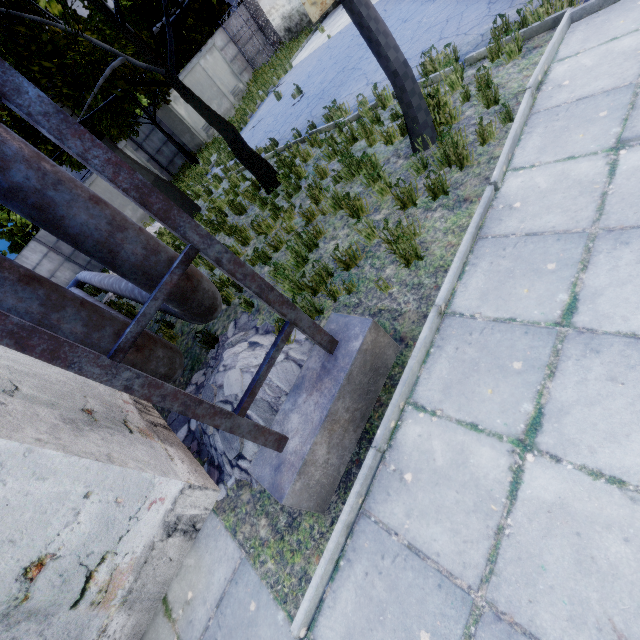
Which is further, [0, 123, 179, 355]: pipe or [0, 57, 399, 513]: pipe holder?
[0, 123, 179, 355]: pipe

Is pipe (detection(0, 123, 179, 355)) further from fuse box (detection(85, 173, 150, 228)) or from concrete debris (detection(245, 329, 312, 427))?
fuse box (detection(85, 173, 150, 228))

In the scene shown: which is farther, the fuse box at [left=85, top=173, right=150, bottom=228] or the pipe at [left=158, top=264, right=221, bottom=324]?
the fuse box at [left=85, top=173, right=150, bottom=228]

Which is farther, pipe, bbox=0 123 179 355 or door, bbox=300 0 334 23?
door, bbox=300 0 334 23

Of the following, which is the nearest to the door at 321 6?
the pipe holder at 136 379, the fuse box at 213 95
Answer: the fuse box at 213 95

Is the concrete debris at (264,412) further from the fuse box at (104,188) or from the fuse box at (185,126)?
the fuse box at (185,126)

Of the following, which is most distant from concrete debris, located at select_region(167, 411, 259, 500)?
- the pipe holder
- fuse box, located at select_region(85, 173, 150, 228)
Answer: fuse box, located at select_region(85, 173, 150, 228)

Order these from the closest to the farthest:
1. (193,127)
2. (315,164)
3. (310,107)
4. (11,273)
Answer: (11,273) → (315,164) → (310,107) → (193,127)
